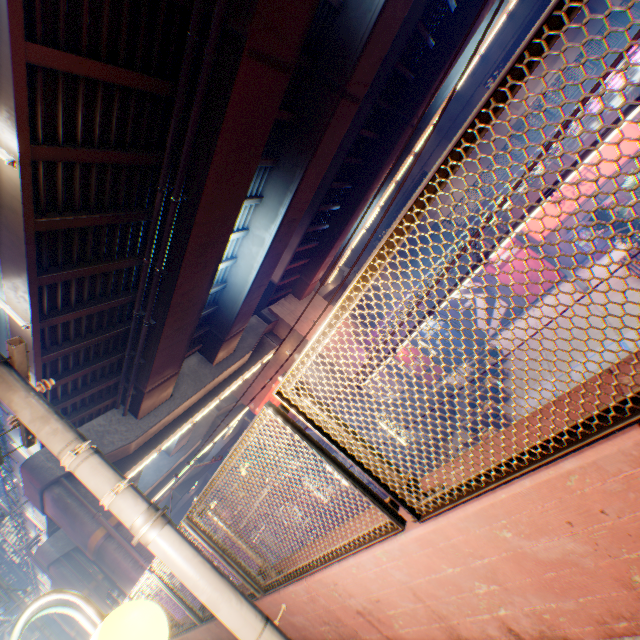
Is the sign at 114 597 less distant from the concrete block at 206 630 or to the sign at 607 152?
the concrete block at 206 630

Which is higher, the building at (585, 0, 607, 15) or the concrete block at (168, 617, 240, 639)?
the building at (585, 0, 607, 15)

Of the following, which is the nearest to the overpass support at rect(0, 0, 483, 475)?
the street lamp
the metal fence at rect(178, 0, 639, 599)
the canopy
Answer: the metal fence at rect(178, 0, 639, 599)

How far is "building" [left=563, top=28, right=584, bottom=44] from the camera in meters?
29.9

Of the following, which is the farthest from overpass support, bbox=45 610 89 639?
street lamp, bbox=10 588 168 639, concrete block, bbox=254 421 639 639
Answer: street lamp, bbox=10 588 168 639

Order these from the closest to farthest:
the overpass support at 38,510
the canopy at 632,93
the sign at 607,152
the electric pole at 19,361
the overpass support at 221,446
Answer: the electric pole at 19,361
the canopy at 632,93
the overpass support at 38,510
the sign at 607,152
the overpass support at 221,446

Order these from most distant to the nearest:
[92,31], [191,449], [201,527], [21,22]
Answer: [191,449]
[92,31]
[21,22]
[201,527]

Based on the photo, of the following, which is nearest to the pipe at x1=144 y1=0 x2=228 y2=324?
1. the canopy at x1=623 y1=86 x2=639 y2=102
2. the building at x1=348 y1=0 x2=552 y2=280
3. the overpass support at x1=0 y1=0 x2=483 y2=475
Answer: the overpass support at x1=0 y1=0 x2=483 y2=475
